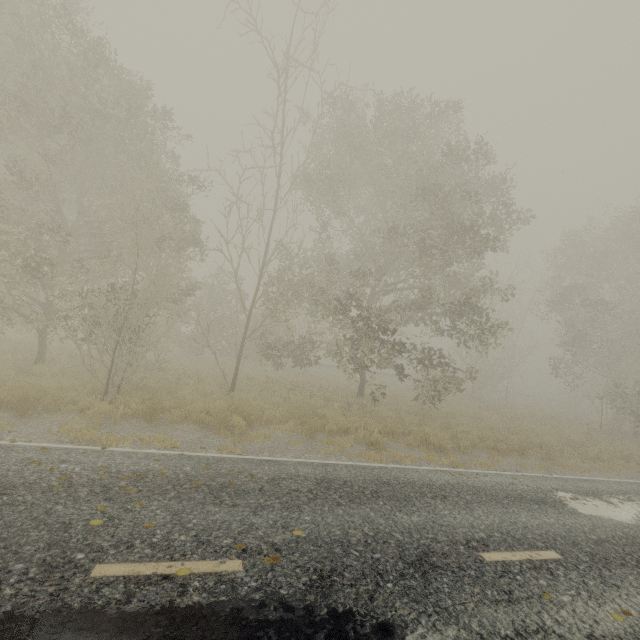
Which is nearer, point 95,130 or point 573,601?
point 573,601
